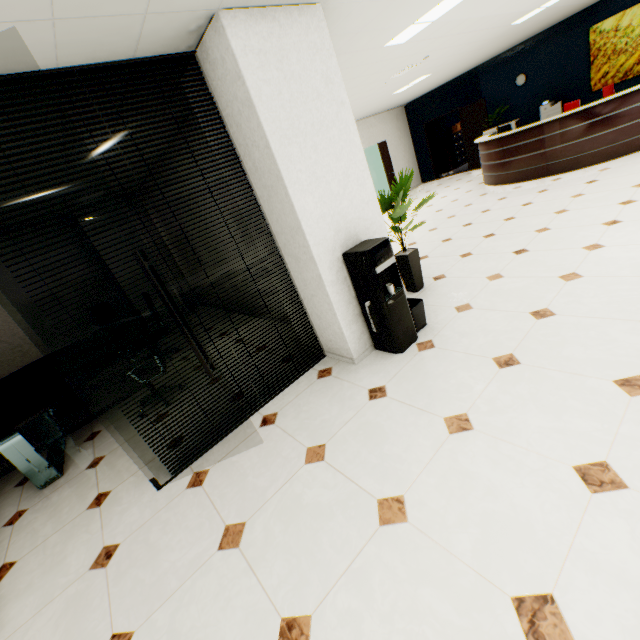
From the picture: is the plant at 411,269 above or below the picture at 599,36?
below

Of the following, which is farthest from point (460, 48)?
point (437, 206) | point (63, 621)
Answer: point (63, 621)

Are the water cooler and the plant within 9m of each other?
yes

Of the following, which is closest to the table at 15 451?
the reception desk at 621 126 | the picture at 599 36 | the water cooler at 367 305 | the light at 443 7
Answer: the water cooler at 367 305

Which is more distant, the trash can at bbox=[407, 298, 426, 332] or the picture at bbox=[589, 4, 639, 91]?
the picture at bbox=[589, 4, 639, 91]

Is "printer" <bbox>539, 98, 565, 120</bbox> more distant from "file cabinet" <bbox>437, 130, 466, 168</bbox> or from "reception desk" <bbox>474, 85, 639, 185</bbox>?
"file cabinet" <bbox>437, 130, 466, 168</bbox>

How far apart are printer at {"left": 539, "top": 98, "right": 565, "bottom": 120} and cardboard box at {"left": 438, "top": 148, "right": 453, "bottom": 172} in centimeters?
437cm

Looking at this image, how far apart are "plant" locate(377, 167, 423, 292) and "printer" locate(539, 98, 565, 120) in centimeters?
850cm
